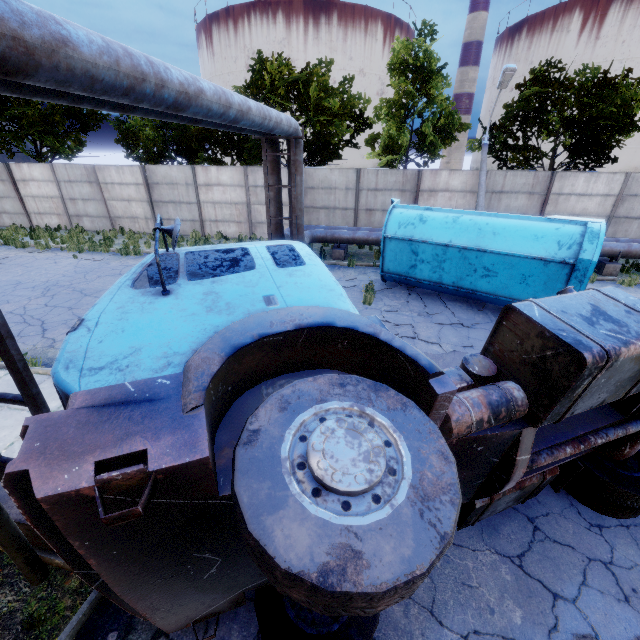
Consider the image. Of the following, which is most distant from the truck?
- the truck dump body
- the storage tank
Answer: the storage tank

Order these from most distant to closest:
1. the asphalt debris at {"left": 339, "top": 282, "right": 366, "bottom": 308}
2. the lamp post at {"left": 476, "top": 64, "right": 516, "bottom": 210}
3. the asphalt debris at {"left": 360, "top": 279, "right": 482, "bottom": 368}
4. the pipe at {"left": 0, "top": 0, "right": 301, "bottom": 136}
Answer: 1. the lamp post at {"left": 476, "top": 64, "right": 516, "bottom": 210}
2. the asphalt debris at {"left": 339, "top": 282, "right": 366, "bottom": 308}
3. the asphalt debris at {"left": 360, "top": 279, "right": 482, "bottom": 368}
4. the pipe at {"left": 0, "top": 0, "right": 301, "bottom": 136}

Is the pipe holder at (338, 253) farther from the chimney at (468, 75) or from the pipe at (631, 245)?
the chimney at (468, 75)

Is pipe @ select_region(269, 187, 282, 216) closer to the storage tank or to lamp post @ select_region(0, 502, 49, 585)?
lamp post @ select_region(0, 502, 49, 585)

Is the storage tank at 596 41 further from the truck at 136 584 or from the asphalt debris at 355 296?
the truck at 136 584

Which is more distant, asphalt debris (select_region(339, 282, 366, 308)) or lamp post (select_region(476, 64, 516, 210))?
lamp post (select_region(476, 64, 516, 210))

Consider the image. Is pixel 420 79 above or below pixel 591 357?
above

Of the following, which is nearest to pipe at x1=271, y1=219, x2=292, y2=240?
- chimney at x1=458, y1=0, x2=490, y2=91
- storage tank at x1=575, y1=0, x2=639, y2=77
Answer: chimney at x1=458, y1=0, x2=490, y2=91
